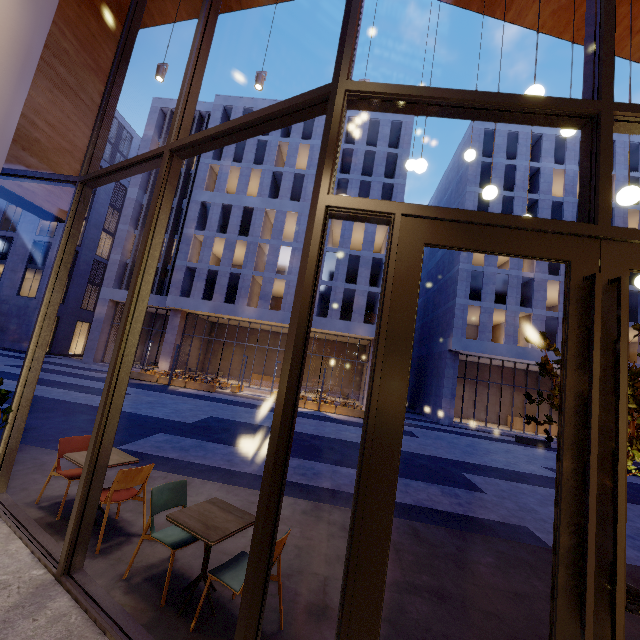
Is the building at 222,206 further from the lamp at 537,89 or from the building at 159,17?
the lamp at 537,89

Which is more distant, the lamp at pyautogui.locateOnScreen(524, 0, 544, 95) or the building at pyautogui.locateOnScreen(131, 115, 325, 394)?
the building at pyautogui.locateOnScreen(131, 115, 325, 394)

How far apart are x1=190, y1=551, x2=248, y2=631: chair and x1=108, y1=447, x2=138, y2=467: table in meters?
2.1

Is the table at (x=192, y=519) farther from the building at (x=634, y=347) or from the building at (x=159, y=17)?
the building at (x=634, y=347)

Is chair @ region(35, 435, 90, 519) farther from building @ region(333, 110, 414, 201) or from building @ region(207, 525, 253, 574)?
building @ region(333, 110, 414, 201)

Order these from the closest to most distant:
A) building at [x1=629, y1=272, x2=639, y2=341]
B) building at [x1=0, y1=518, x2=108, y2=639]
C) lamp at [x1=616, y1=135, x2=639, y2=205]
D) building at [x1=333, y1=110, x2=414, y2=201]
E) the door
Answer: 1. the door
2. building at [x1=0, y1=518, x2=108, y2=639]
3. lamp at [x1=616, y1=135, x2=639, y2=205]
4. building at [x1=629, y1=272, x2=639, y2=341]
5. building at [x1=333, y1=110, x2=414, y2=201]

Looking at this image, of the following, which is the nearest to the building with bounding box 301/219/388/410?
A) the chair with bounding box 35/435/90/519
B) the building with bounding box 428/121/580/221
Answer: the building with bounding box 428/121/580/221

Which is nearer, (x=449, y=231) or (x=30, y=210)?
(x=449, y=231)
